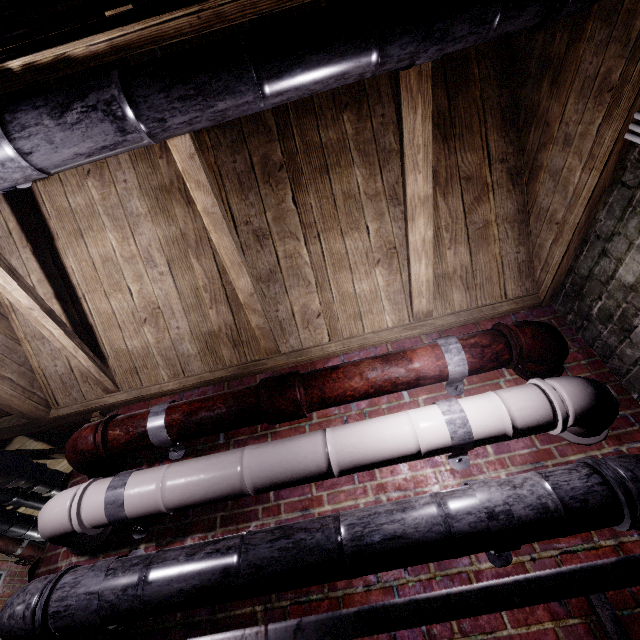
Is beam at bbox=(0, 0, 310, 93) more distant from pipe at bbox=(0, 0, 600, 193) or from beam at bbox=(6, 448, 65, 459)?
beam at bbox=(6, 448, 65, 459)

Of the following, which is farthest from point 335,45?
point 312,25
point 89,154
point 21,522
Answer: point 21,522

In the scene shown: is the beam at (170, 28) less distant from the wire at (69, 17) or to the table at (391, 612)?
the wire at (69, 17)

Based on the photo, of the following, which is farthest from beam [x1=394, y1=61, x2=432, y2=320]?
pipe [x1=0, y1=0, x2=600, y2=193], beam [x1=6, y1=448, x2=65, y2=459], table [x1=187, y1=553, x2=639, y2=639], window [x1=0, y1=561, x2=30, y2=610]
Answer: window [x1=0, y1=561, x2=30, y2=610]

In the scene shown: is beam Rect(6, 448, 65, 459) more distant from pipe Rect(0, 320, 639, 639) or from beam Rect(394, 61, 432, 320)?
beam Rect(394, 61, 432, 320)

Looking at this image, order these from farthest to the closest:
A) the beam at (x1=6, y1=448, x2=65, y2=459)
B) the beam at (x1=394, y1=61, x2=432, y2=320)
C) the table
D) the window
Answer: the window
the beam at (x1=6, y1=448, x2=65, y2=459)
the beam at (x1=394, y1=61, x2=432, y2=320)
the table

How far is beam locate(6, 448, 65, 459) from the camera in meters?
2.7 m

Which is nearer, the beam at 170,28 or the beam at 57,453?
the beam at 170,28
